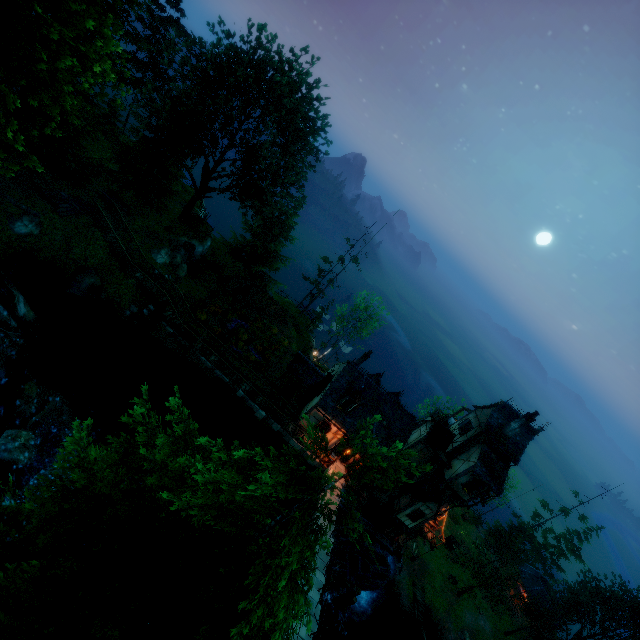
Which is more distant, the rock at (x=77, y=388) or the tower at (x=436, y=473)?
the tower at (x=436, y=473)

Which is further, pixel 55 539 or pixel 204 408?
pixel 204 408

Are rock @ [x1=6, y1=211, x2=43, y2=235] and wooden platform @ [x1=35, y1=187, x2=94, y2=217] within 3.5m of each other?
yes

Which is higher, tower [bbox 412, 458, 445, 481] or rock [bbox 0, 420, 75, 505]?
tower [bbox 412, 458, 445, 481]

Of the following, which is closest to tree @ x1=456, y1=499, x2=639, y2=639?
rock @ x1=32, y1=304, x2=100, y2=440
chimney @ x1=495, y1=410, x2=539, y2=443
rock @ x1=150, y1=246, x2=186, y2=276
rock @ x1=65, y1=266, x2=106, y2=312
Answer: rock @ x1=32, y1=304, x2=100, y2=440

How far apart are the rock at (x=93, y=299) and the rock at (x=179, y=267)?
4.9m

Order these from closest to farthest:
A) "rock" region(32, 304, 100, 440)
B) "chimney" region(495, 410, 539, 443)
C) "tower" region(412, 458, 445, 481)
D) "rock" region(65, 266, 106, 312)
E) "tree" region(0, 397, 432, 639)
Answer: "tree" region(0, 397, 432, 639)
"rock" region(32, 304, 100, 440)
"rock" region(65, 266, 106, 312)
"chimney" region(495, 410, 539, 443)
"tower" region(412, 458, 445, 481)

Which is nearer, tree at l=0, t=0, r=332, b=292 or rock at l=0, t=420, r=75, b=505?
tree at l=0, t=0, r=332, b=292
